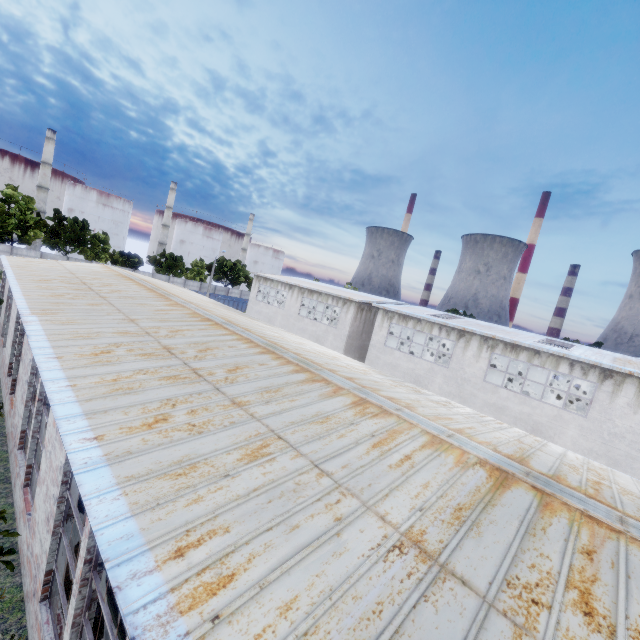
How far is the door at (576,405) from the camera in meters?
30.5

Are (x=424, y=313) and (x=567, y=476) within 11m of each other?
no

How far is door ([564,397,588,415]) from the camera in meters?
30.5
